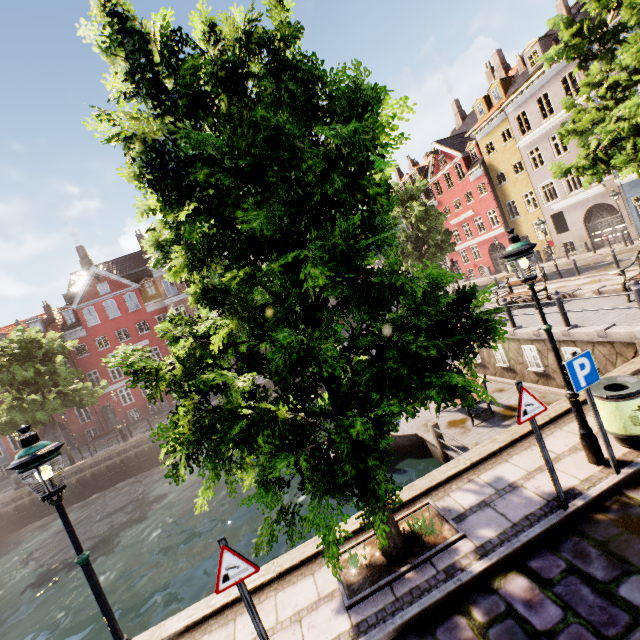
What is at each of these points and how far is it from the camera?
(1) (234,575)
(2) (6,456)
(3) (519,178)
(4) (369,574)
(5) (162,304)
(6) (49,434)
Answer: (1) sign, 3.6m
(2) building, 30.0m
(3) building, 28.6m
(4) tree planter, 4.8m
(5) building, 33.2m
(6) building, 31.0m

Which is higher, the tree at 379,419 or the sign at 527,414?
the tree at 379,419

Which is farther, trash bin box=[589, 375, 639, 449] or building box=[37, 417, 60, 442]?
building box=[37, 417, 60, 442]

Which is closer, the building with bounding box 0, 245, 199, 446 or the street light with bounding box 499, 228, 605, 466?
the street light with bounding box 499, 228, 605, 466

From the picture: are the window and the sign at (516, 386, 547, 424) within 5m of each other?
no

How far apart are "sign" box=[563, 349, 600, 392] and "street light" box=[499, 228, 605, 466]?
0.3 meters

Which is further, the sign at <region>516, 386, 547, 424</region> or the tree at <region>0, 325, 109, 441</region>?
the tree at <region>0, 325, 109, 441</region>

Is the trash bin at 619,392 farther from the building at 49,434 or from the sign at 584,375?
the building at 49,434
